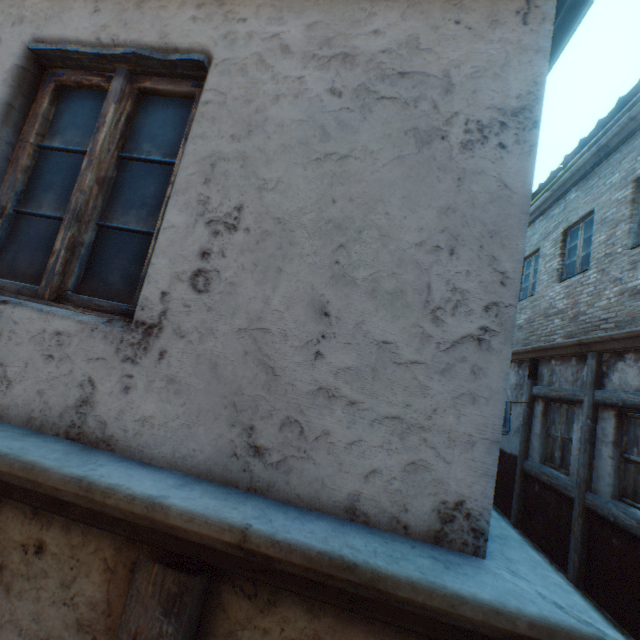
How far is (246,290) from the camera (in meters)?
1.29

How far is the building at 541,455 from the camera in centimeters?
579cm

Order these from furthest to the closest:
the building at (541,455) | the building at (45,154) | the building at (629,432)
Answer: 1. the building at (541,455)
2. the building at (629,432)
3. the building at (45,154)

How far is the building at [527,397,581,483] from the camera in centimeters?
579cm

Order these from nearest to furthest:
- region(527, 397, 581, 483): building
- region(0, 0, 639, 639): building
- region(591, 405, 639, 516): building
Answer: region(0, 0, 639, 639): building
region(591, 405, 639, 516): building
region(527, 397, 581, 483): building

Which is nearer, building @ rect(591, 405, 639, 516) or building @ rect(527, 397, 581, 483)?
building @ rect(591, 405, 639, 516)
